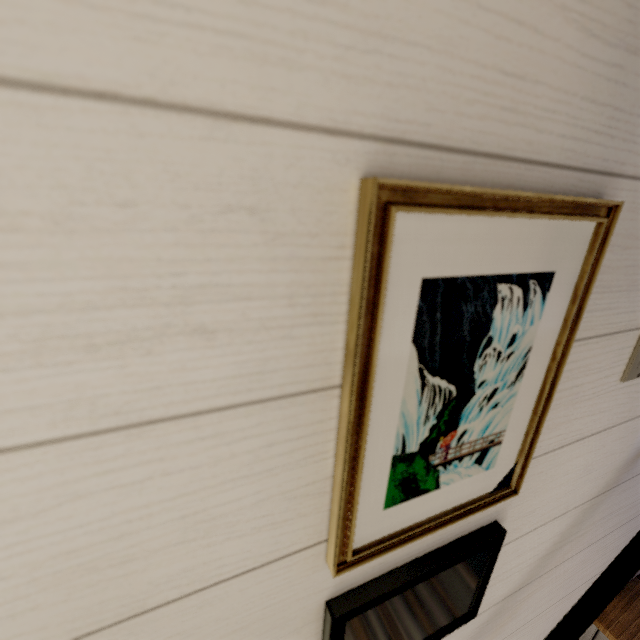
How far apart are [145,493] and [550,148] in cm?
50
